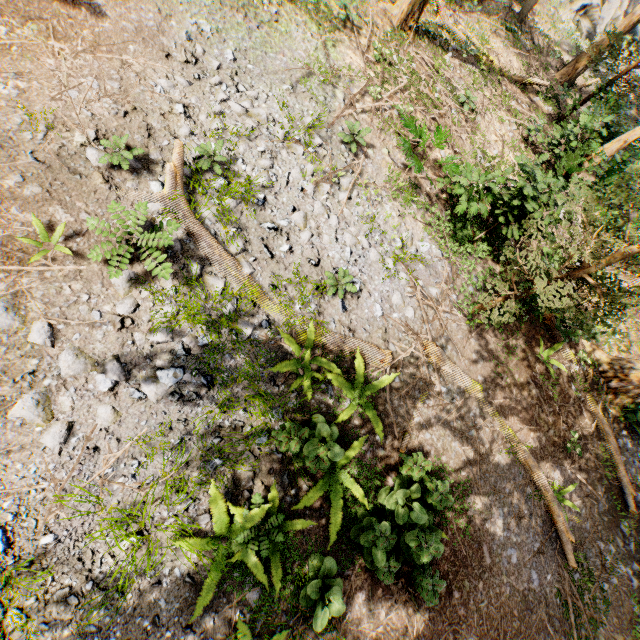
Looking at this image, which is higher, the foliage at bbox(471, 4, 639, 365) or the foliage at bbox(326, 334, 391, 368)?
the foliage at bbox(471, 4, 639, 365)

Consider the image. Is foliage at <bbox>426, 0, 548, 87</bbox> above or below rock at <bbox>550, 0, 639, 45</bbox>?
below

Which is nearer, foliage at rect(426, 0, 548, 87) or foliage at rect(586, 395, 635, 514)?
foliage at rect(586, 395, 635, 514)

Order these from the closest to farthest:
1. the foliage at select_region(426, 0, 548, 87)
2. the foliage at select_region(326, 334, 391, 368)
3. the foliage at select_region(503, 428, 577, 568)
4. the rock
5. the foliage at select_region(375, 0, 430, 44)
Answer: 1. the foliage at select_region(326, 334, 391, 368)
2. the foliage at select_region(503, 428, 577, 568)
3. the foliage at select_region(375, 0, 430, 44)
4. the foliage at select_region(426, 0, 548, 87)
5. the rock

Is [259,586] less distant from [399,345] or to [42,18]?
[399,345]

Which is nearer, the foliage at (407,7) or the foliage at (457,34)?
the foliage at (407,7)
